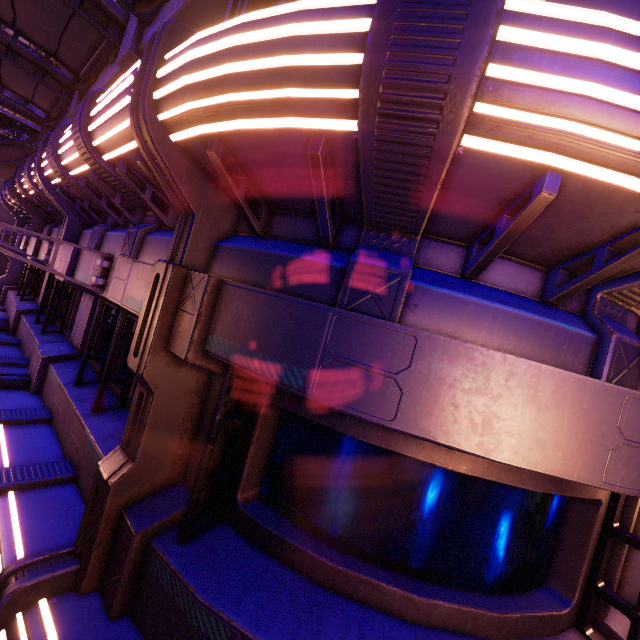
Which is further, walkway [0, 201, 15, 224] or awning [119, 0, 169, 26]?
walkway [0, 201, 15, 224]

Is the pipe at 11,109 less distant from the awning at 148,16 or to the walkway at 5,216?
the walkway at 5,216

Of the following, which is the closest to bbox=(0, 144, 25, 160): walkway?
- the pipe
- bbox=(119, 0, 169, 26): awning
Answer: the pipe

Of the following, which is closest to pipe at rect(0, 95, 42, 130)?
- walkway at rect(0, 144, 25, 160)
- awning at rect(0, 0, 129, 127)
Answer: walkway at rect(0, 144, 25, 160)

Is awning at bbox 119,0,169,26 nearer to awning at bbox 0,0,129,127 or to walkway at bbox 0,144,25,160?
awning at bbox 0,0,129,127

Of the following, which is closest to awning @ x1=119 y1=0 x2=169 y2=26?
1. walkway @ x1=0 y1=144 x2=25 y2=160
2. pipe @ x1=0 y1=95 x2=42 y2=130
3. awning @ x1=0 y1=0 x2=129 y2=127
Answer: awning @ x1=0 y1=0 x2=129 y2=127

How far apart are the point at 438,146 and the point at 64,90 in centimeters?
1358cm

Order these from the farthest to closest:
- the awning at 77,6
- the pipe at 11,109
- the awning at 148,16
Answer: the pipe at 11,109, the awning at 77,6, the awning at 148,16
